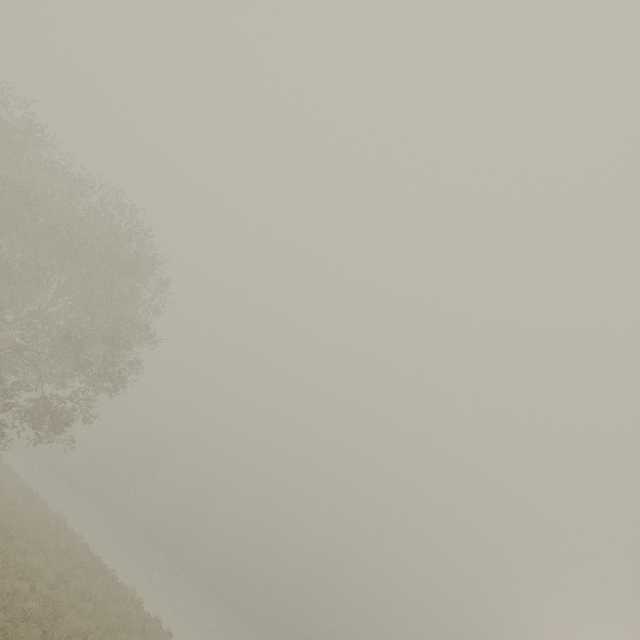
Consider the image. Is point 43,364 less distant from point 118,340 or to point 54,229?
point 118,340
